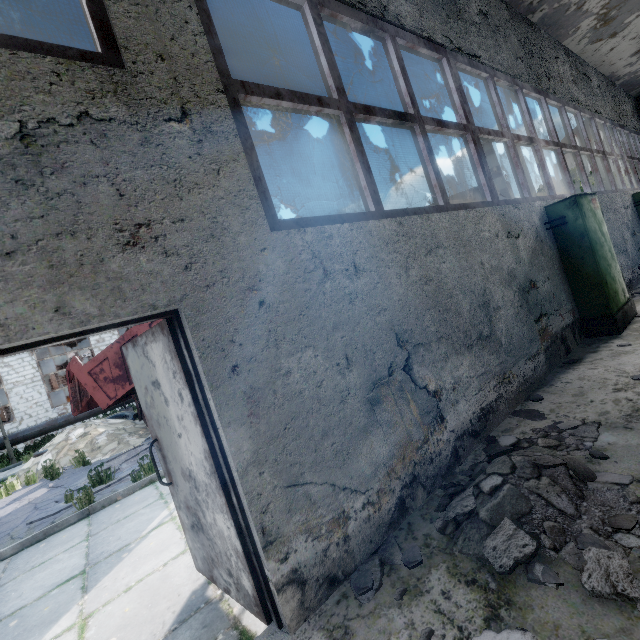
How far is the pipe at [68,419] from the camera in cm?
1520

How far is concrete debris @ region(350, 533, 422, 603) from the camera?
2.2 meters

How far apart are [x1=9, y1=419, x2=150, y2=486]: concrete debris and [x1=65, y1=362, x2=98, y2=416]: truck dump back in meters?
0.6 m

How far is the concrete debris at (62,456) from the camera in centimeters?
963cm

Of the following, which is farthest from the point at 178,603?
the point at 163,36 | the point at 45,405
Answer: the point at 45,405

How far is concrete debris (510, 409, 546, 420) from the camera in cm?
360

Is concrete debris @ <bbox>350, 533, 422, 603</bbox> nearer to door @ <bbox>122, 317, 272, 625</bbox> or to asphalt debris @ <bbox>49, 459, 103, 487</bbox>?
door @ <bbox>122, 317, 272, 625</bbox>

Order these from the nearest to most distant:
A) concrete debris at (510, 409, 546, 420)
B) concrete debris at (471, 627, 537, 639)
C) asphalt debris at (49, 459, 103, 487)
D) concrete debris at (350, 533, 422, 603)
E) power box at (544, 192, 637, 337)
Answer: concrete debris at (471, 627, 537, 639)
concrete debris at (350, 533, 422, 603)
concrete debris at (510, 409, 546, 420)
power box at (544, 192, 637, 337)
asphalt debris at (49, 459, 103, 487)
